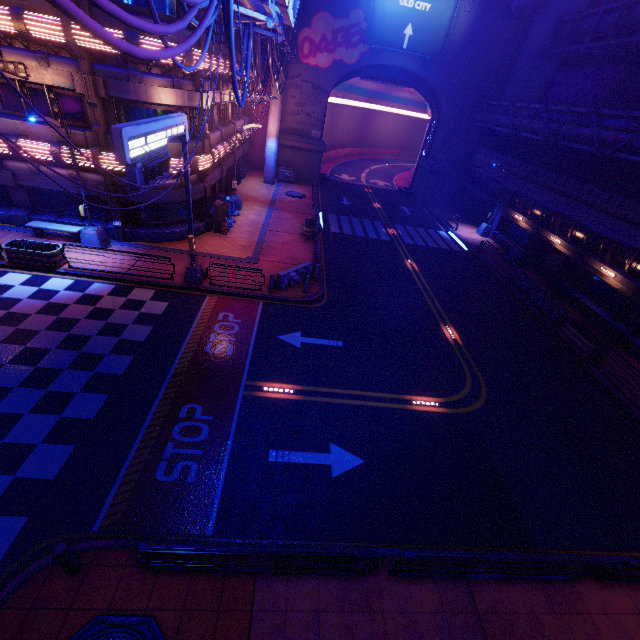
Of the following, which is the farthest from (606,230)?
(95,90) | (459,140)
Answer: (459,140)

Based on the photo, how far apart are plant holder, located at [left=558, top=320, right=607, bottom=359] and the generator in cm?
2843

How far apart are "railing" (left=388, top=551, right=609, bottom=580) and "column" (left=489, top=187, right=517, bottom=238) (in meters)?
28.47

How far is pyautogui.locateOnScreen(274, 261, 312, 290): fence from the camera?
16.6m

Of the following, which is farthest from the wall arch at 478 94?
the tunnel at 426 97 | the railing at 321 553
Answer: the railing at 321 553

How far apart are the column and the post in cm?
3455

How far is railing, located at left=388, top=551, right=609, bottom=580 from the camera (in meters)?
6.86

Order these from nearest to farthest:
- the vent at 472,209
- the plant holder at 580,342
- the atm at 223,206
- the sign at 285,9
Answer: the sign at 285,9 → the plant holder at 580,342 → the atm at 223,206 → the vent at 472,209
